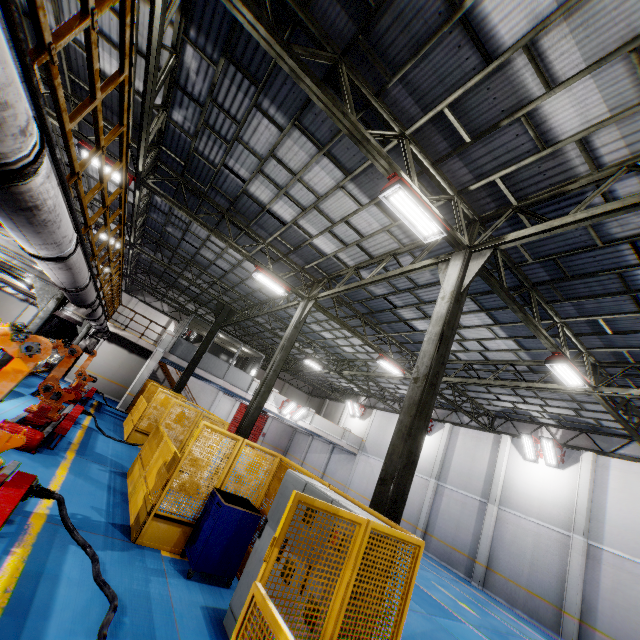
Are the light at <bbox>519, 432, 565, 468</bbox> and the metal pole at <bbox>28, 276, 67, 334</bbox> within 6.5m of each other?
no

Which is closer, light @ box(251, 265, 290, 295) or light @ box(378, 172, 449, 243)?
light @ box(378, 172, 449, 243)

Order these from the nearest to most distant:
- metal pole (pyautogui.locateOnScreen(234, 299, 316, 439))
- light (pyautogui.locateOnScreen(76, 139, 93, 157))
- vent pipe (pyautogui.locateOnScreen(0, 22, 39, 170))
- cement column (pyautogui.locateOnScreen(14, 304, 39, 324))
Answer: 1. vent pipe (pyautogui.locateOnScreen(0, 22, 39, 170))
2. light (pyautogui.locateOnScreen(76, 139, 93, 157))
3. metal pole (pyautogui.locateOnScreen(234, 299, 316, 439))
4. cement column (pyautogui.locateOnScreen(14, 304, 39, 324))

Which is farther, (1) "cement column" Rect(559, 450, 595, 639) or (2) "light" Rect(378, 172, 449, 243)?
(1) "cement column" Rect(559, 450, 595, 639)

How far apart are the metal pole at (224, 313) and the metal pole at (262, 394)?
6.73m

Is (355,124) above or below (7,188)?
above

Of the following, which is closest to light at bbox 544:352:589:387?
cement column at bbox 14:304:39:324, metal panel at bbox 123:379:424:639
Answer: metal panel at bbox 123:379:424:639

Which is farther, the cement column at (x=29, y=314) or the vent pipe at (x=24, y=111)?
the cement column at (x=29, y=314)
